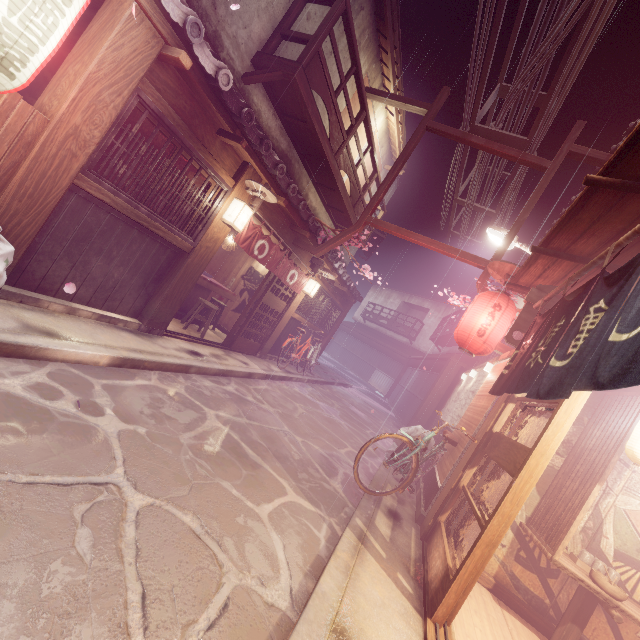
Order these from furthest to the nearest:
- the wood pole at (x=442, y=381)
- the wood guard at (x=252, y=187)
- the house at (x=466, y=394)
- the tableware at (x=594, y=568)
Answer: the wood pole at (x=442, y=381) < the house at (x=466, y=394) < the wood guard at (x=252, y=187) < the tableware at (x=594, y=568)

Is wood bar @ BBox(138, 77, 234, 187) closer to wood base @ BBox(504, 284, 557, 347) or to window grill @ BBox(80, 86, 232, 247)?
window grill @ BBox(80, 86, 232, 247)

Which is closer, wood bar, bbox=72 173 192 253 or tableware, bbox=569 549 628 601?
tableware, bbox=569 549 628 601

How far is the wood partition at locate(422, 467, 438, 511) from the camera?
8.52m

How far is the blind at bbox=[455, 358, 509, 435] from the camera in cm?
862

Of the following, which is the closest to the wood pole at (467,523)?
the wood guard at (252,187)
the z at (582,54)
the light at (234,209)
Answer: the z at (582,54)

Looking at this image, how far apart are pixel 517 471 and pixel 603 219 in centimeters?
Result: 454cm

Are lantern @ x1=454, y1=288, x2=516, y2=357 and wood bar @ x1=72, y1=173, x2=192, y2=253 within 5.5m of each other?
no
